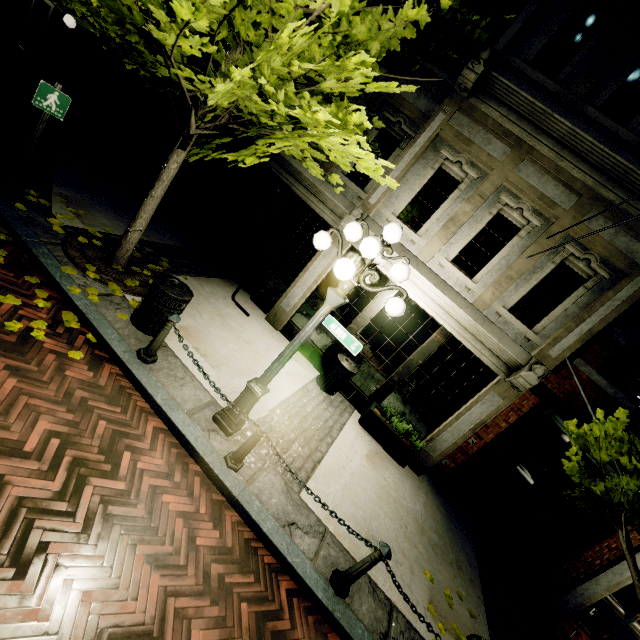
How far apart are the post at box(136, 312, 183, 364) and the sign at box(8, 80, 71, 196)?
3.7 meters

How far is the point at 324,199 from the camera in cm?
802

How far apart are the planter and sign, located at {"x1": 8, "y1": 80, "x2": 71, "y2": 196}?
7.9m

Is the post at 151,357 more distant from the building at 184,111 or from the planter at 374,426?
the planter at 374,426

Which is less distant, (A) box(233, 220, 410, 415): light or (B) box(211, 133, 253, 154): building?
(A) box(233, 220, 410, 415): light

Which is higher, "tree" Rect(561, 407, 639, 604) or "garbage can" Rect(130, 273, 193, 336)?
"tree" Rect(561, 407, 639, 604)

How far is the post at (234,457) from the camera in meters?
4.1

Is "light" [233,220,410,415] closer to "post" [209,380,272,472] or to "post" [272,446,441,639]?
"post" [209,380,272,472]
